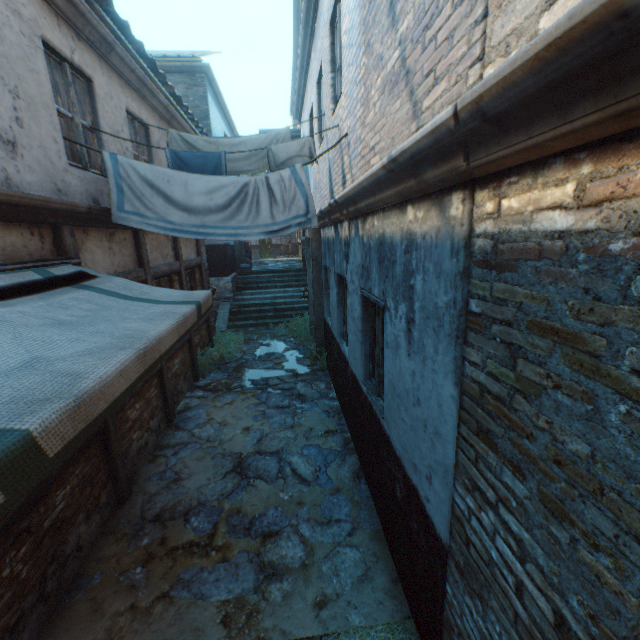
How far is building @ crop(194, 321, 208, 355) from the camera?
8.8 meters

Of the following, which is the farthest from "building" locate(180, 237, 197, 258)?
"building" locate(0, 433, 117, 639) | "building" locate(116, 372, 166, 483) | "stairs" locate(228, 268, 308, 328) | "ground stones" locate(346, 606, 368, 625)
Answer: "ground stones" locate(346, 606, 368, 625)

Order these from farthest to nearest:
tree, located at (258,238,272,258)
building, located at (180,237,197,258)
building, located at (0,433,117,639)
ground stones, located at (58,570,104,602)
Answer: tree, located at (258,238,272,258)
building, located at (180,237,197,258)
ground stones, located at (58,570,104,602)
building, located at (0,433,117,639)

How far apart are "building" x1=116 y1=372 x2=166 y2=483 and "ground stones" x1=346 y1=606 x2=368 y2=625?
3.5 meters

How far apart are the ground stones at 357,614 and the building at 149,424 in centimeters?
353cm

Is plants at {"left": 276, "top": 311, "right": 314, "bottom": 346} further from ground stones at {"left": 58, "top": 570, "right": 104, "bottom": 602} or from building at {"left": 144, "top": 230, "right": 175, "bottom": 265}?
building at {"left": 144, "top": 230, "right": 175, "bottom": 265}

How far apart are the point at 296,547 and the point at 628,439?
3.8m

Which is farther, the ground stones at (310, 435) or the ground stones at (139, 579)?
the ground stones at (310, 435)
